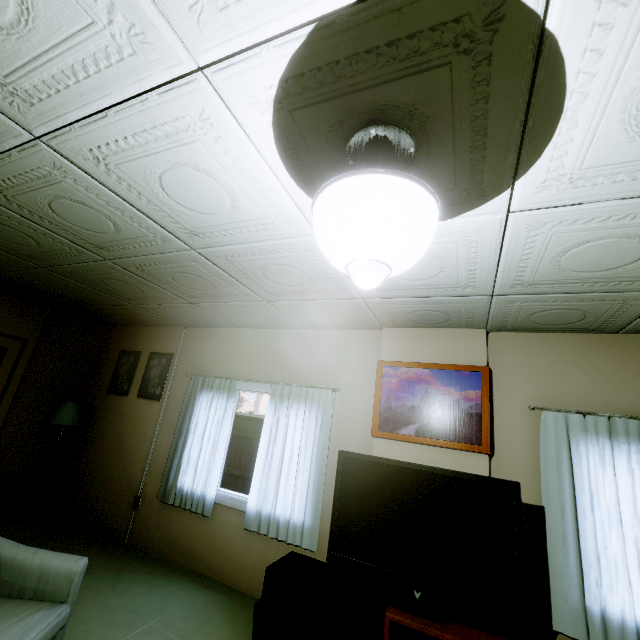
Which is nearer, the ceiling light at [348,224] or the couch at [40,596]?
the ceiling light at [348,224]

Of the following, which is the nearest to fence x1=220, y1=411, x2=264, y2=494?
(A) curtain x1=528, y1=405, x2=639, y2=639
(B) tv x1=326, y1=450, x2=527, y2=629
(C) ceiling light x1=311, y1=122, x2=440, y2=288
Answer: (A) curtain x1=528, y1=405, x2=639, y2=639

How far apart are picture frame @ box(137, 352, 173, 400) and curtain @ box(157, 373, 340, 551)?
0.41m

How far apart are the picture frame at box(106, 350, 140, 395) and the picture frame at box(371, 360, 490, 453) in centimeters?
379cm

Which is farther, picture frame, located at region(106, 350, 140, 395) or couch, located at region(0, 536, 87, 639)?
picture frame, located at region(106, 350, 140, 395)

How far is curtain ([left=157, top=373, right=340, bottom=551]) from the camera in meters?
3.3

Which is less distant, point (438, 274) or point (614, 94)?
point (614, 94)

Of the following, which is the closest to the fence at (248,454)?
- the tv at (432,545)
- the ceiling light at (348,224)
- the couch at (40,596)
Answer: the tv at (432,545)
